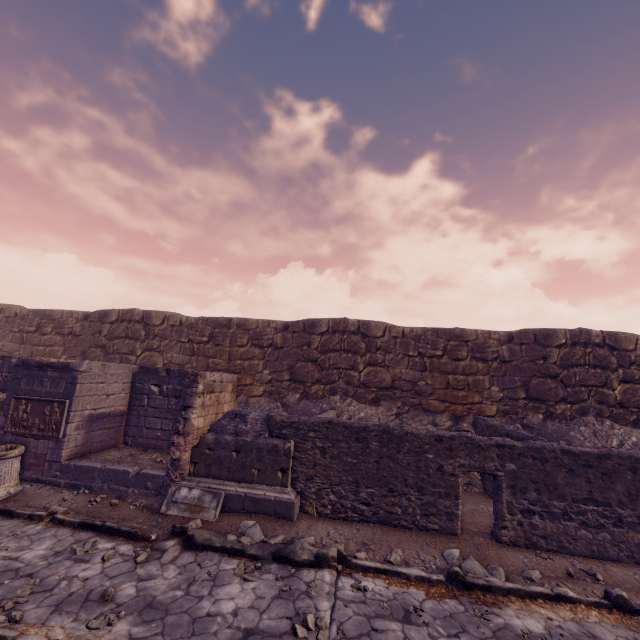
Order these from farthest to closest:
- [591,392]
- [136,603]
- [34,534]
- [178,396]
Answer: [591,392] → [178,396] → [34,534] → [136,603]

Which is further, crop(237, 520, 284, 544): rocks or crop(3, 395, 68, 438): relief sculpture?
crop(3, 395, 68, 438): relief sculpture

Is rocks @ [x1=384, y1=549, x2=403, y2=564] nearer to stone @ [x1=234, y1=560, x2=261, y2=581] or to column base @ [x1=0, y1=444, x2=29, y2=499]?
stone @ [x1=234, y1=560, x2=261, y2=581]

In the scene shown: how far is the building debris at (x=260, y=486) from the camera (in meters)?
6.43

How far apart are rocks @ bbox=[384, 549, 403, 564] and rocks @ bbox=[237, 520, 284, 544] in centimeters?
185cm

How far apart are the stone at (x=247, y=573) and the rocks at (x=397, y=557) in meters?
2.1

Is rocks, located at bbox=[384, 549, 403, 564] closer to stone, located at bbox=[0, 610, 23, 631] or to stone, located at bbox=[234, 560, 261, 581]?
stone, located at bbox=[234, 560, 261, 581]

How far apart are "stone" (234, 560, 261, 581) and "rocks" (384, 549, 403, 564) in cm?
208
